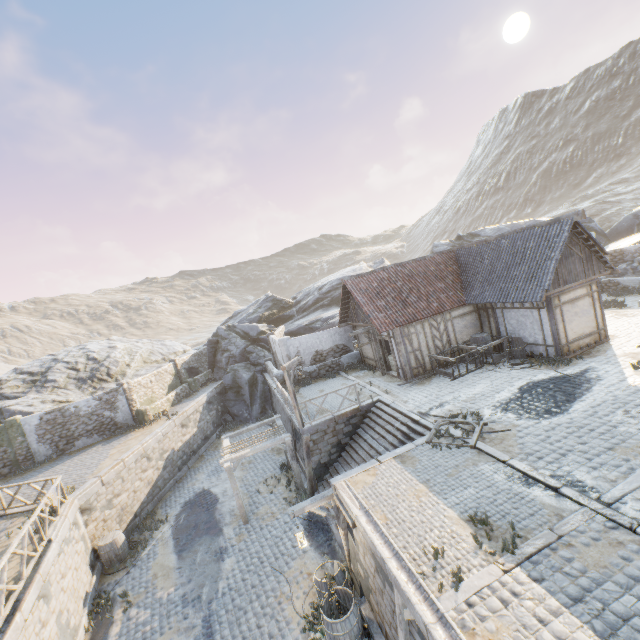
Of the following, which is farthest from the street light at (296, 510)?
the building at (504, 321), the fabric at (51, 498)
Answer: the fabric at (51, 498)

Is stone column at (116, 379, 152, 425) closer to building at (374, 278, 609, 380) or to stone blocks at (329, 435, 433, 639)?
stone blocks at (329, 435, 433, 639)

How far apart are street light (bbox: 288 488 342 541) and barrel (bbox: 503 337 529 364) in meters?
10.4 m

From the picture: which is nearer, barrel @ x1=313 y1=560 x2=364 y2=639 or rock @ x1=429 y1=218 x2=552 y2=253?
barrel @ x1=313 y1=560 x2=364 y2=639

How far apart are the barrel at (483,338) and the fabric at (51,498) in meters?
19.4

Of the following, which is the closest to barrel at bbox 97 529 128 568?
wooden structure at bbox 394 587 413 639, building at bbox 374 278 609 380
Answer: wooden structure at bbox 394 587 413 639

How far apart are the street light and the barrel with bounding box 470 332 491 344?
10.9m

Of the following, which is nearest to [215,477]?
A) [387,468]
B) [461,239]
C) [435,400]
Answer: [387,468]
